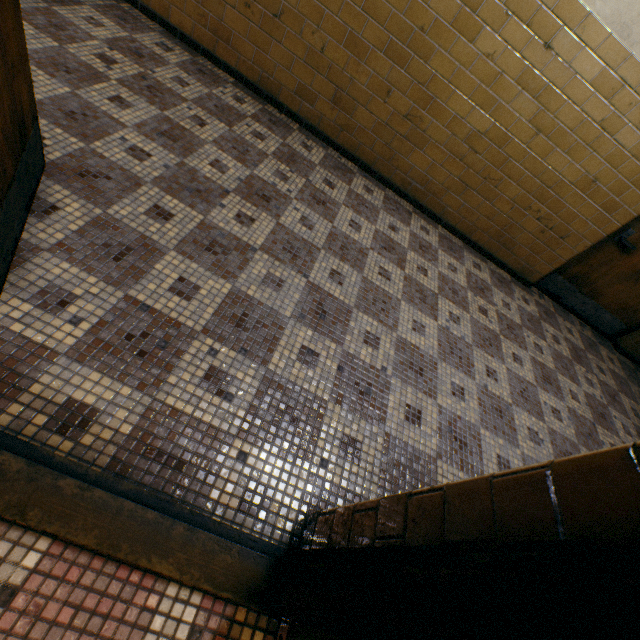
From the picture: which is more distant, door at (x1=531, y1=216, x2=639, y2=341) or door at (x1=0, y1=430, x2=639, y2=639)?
door at (x1=531, y1=216, x2=639, y2=341)

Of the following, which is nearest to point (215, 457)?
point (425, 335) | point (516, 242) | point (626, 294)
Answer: point (425, 335)

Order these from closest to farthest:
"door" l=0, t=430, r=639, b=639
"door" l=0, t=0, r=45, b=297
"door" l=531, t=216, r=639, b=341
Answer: "door" l=0, t=430, r=639, b=639, "door" l=0, t=0, r=45, b=297, "door" l=531, t=216, r=639, b=341

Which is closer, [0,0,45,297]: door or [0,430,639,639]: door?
[0,430,639,639]: door

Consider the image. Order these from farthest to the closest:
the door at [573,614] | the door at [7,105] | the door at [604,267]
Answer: the door at [604,267] < the door at [7,105] < the door at [573,614]

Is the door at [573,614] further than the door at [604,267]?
No
